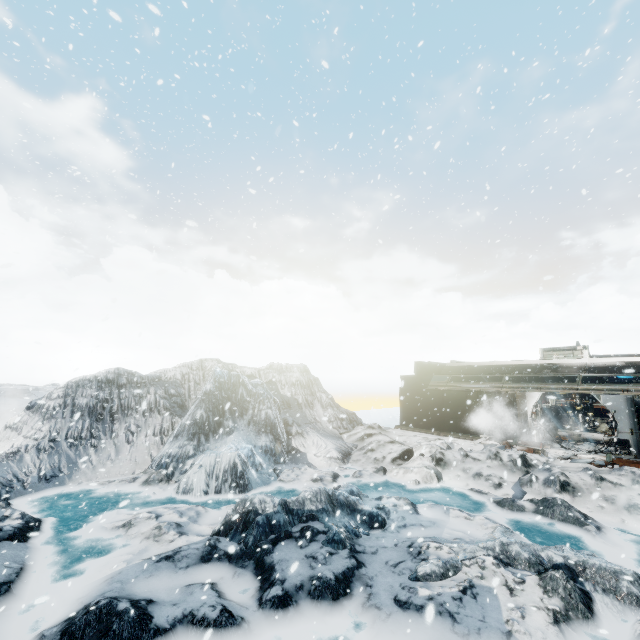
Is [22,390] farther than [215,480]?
Yes
